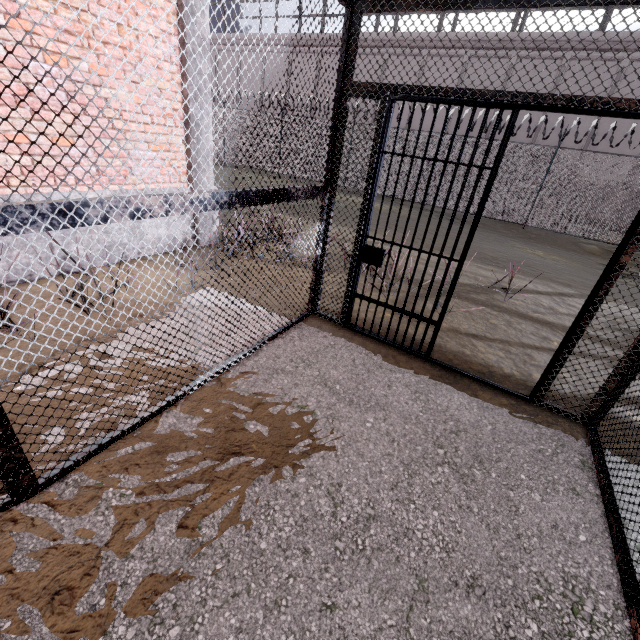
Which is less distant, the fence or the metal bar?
the metal bar

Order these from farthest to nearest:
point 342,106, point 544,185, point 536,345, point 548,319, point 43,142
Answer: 1. point 544,185
2. point 548,319
3. point 536,345
4. point 43,142
5. point 342,106

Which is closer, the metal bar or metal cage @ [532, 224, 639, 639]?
metal cage @ [532, 224, 639, 639]

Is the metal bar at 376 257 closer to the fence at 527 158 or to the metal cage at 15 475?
the metal cage at 15 475

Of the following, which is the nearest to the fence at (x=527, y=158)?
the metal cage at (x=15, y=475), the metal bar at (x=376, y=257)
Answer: the metal cage at (x=15, y=475)

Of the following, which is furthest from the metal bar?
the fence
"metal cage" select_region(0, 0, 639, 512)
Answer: the fence

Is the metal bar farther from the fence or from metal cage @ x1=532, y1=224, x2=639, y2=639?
the fence
